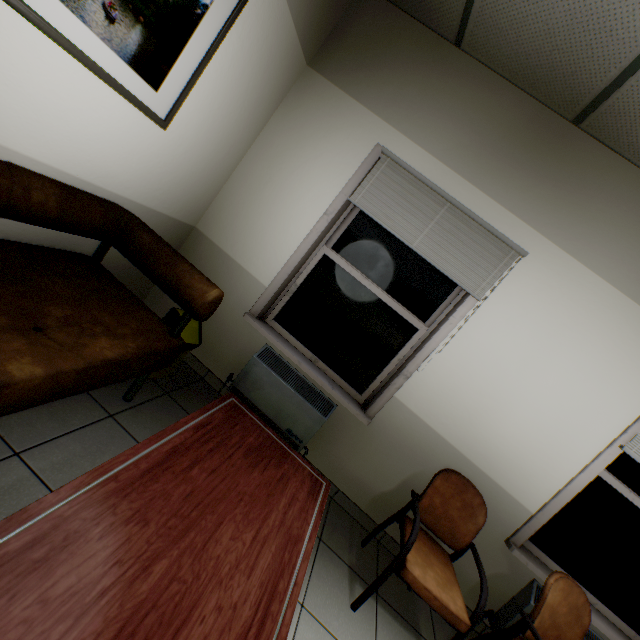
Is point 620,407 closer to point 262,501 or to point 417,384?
point 417,384

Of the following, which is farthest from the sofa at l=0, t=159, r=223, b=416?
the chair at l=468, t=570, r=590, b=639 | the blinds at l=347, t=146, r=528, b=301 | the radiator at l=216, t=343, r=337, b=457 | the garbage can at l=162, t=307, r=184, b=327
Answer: the chair at l=468, t=570, r=590, b=639

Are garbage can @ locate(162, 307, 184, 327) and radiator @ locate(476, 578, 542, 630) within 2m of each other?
no

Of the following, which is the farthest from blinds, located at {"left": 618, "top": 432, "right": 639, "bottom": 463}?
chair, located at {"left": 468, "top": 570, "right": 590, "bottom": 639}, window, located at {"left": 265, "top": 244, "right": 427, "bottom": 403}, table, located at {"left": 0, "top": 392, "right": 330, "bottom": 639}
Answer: table, located at {"left": 0, "top": 392, "right": 330, "bottom": 639}

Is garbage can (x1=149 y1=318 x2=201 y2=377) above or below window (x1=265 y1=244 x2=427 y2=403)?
below

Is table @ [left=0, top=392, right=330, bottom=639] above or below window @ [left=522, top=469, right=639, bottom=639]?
below

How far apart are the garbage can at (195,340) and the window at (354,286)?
0.6 meters

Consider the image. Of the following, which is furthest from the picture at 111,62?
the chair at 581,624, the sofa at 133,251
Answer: the chair at 581,624
